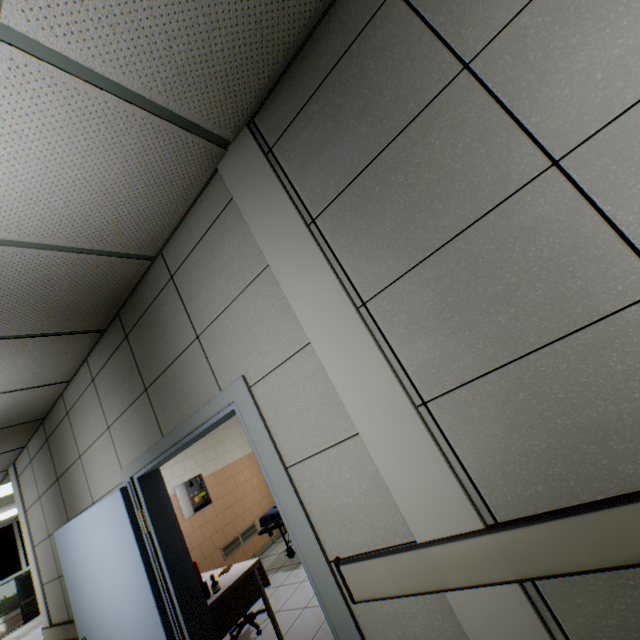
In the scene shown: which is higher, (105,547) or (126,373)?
(126,373)

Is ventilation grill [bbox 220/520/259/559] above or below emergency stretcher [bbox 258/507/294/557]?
below

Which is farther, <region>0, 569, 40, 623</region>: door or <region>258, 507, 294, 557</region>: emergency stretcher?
<region>0, 569, 40, 623</region>: door

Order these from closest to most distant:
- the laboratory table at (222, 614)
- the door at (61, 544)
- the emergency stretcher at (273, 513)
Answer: the door at (61, 544) → the laboratory table at (222, 614) → the emergency stretcher at (273, 513)

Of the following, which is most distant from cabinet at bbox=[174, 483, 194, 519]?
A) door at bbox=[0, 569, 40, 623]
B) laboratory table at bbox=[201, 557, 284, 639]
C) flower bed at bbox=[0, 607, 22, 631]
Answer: flower bed at bbox=[0, 607, 22, 631]

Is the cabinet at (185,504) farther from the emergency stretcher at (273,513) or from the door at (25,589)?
the door at (25,589)

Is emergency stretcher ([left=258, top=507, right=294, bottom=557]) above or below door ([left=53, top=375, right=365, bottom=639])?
below

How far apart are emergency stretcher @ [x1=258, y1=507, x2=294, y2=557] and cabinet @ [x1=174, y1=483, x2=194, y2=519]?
1.29m
